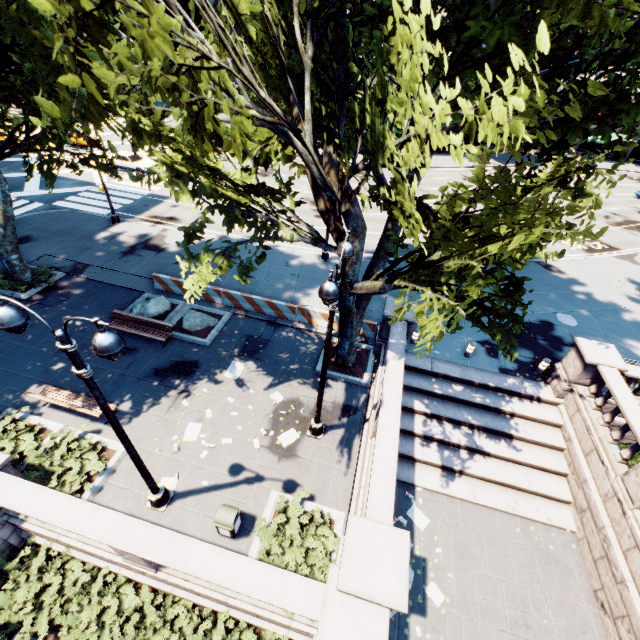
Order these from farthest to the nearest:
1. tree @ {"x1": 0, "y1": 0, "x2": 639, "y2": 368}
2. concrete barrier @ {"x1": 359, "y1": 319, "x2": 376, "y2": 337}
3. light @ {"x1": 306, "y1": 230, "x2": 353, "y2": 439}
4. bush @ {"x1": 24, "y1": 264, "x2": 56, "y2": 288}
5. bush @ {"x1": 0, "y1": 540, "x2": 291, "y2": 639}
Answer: bush @ {"x1": 24, "y1": 264, "x2": 56, "y2": 288}
concrete barrier @ {"x1": 359, "y1": 319, "x2": 376, "y2": 337}
bush @ {"x1": 0, "y1": 540, "x2": 291, "y2": 639}
light @ {"x1": 306, "y1": 230, "x2": 353, "y2": 439}
tree @ {"x1": 0, "y1": 0, "x2": 639, "y2": 368}

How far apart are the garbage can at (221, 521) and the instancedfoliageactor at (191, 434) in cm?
282

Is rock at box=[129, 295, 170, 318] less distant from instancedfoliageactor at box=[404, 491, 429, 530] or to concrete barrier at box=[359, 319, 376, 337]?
concrete barrier at box=[359, 319, 376, 337]

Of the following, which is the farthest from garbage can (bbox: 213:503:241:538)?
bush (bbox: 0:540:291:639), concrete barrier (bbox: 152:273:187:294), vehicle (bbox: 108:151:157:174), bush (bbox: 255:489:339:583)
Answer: vehicle (bbox: 108:151:157:174)

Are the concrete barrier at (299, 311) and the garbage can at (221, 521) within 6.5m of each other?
no

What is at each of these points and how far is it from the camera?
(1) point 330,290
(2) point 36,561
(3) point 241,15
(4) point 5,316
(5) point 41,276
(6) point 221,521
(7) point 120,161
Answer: (1) light, 6.46m
(2) bush, 9.15m
(3) tree, 10.94m
(4) light, 5.15m
(5) bush, 16.92m
(6) garbage can, 8.59m
(7) vehicle, 30.56m

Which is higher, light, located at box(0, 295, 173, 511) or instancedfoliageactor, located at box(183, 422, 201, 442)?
light, located at box(0, 295, 173, 511)

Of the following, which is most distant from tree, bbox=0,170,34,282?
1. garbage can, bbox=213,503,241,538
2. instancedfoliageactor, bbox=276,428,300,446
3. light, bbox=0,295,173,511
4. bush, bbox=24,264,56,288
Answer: garbage can, bbox=213,503,241,538
